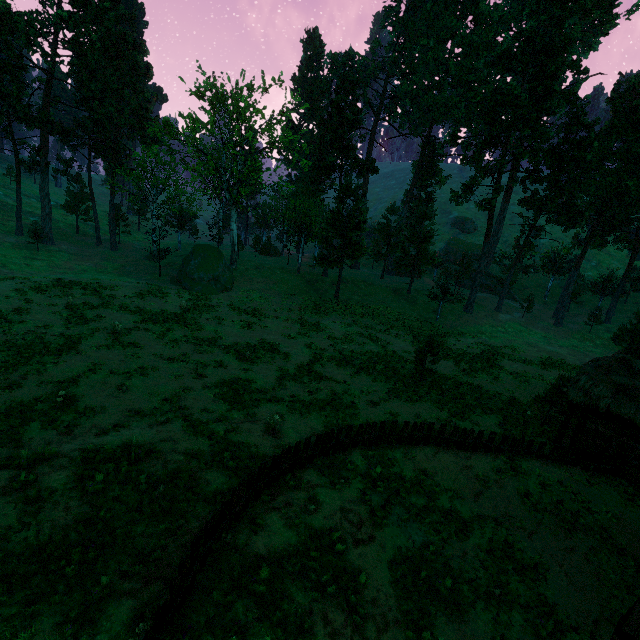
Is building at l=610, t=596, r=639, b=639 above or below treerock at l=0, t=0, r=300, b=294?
below

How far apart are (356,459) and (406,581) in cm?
435

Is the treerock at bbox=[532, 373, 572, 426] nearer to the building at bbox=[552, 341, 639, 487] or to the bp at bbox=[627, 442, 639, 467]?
the building at bbox=[552, 341, 639, 487]

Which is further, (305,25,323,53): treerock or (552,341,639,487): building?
(305,25,323,53): treerock

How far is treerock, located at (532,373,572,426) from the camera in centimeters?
1850cm

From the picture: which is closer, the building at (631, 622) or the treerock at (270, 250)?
the building at (631, 622)

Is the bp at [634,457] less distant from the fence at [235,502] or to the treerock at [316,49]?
the fence at [235,502]
